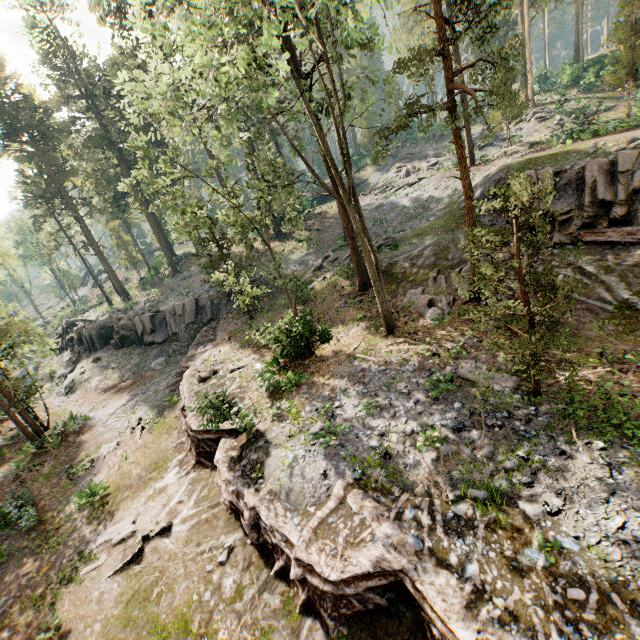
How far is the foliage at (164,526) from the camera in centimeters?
1105cm

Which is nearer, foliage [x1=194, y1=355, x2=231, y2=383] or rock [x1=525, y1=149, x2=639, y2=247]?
rock [x1=525, y1=149, x2=639, y2=247]

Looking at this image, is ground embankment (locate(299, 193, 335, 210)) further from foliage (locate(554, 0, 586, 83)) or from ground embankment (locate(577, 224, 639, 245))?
ground embankment (locate(577, 224, 639, 245))

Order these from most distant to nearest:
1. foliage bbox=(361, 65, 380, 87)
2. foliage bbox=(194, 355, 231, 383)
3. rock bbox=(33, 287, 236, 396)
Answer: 1. rock bbox=(33, 287, 236, 396)
2. foliage bbox=(194, 355, 231, 383)
3. foliage bbox=(361, 65, 380, 87)

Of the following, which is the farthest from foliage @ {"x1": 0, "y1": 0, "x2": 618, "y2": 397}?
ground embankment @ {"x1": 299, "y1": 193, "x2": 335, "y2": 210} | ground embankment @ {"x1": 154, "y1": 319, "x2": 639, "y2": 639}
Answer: ground embankment @ {"x1": 299, "y1": 193, "x2": 335, "y2": 210}

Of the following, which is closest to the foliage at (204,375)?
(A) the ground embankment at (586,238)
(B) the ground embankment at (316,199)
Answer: (A) the ground embankment at (586,238)

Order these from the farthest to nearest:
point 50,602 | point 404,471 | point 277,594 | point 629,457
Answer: point 50,602
point 404,471
point 277,594
point 629,457

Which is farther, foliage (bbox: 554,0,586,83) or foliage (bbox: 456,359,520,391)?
foliage (bbox: 554,0,586,83)
